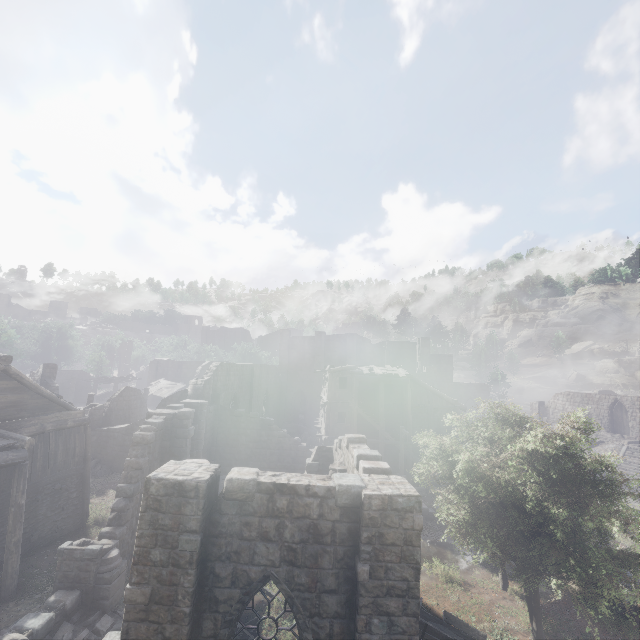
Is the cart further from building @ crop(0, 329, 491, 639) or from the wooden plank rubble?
the wooden plank rubble

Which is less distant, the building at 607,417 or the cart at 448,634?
the cart at 448,634

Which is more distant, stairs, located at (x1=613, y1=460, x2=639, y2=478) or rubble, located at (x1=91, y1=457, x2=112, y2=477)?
stairs, located at (x1=613, y1=460, x2=639, y2=478)

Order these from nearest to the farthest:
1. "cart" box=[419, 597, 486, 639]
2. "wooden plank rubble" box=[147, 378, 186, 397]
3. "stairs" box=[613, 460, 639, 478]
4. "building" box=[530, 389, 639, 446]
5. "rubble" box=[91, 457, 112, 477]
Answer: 1. "cart" box=[419, 597, 486, 639]
2. "rubble" box=[91, 457, 112, 477]
3. "stairs" box=[613, 460, 639, 478]
4. "building" box=[530, 389, 639, 446]
5. "wooden plank rubble" box=[147, 378, 186, 397]

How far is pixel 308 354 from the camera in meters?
43.4

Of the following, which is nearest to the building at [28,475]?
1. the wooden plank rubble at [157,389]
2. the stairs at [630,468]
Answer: the wooden plank rubble at [157,389]

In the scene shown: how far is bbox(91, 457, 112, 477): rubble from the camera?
→ 23.7m

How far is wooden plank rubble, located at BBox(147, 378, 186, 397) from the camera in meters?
39.9
